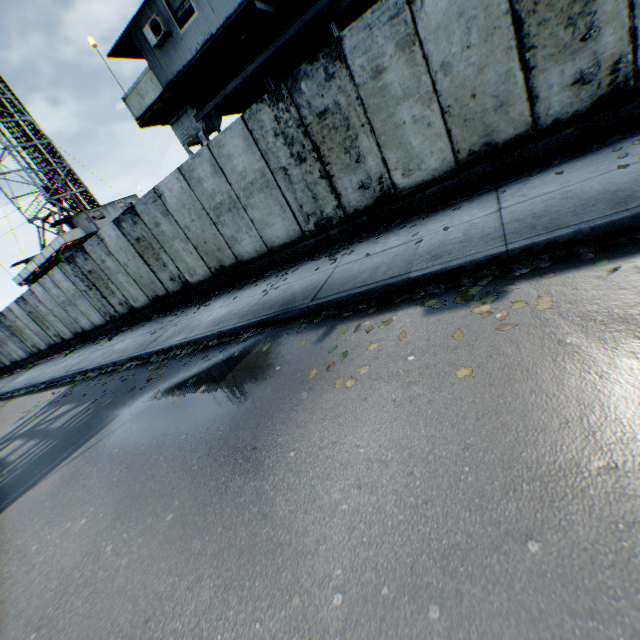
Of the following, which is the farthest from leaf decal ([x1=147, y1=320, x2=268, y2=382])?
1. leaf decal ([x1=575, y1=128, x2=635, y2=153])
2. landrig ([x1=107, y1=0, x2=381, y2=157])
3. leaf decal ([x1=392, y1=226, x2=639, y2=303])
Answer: landrig ([x1=107, y1=0, x2=381, y2=157])

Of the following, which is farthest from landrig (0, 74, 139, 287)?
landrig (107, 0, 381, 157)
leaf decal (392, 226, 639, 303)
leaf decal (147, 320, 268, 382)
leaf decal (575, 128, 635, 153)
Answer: leaf decal (575, 128, 635, 153)

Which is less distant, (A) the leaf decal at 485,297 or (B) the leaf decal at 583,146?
(A) the leaf decal at 485,297

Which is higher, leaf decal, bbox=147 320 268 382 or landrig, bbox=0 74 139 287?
landrig, bbox=0 74 139 287

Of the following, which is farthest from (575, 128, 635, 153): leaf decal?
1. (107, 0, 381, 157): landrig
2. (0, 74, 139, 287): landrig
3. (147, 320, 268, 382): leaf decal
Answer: (0, 74, 139, 287): landrig

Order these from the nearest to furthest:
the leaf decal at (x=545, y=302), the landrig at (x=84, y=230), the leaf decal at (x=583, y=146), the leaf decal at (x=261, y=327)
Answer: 1. the leaf decal at (x=545, y=302)
2. the leaf decal at (x=583, y=146)
3. the leaf decal at (x=261, y=327)
4. the landrig at (x=84, y=230)

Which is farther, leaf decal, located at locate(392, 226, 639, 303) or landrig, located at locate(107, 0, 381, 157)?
landrig, located at locate(107, 0, 381, 157)

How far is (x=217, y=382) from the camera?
5.00m
